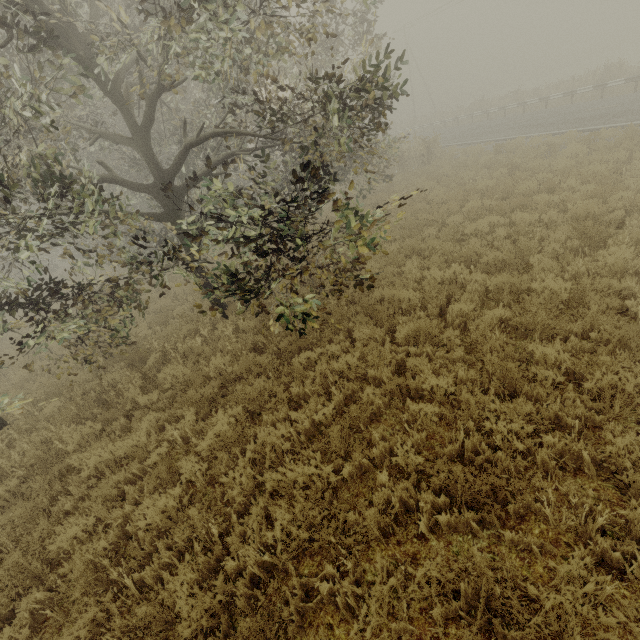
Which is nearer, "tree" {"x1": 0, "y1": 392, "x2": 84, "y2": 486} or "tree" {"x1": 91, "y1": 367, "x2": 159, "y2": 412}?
"tree" {"x1": 0, "y1": 392, "x2": 84, "y2": 486}

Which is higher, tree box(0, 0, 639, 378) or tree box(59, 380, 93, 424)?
tree box(0, 0, 639, 378)

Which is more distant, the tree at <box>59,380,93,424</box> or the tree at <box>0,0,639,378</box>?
the tree at <box>59,380,93,424</box>

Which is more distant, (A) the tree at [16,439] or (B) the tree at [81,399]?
(B) the tree at [81,399]

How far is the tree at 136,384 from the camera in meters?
7.3 m

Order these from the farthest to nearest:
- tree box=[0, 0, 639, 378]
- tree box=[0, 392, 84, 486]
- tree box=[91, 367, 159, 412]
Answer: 1. tree box=[91, 367, 159, 412]
2. tree box=[0, 392, 84, 486]
3. tree box=[0, 0, 639, 378]

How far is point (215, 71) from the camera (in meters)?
4.98
